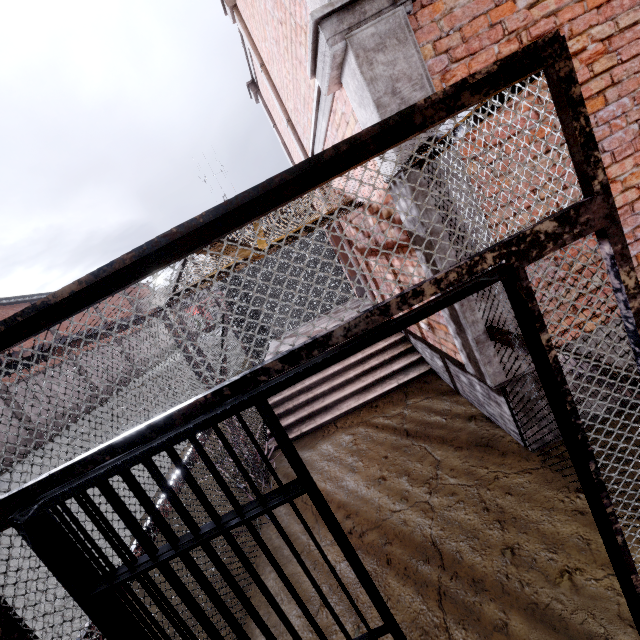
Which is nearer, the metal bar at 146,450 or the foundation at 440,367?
the metal bar at 146,450

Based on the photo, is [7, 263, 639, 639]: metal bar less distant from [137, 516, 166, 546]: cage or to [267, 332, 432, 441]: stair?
[137, 516, 166, 546]: cage

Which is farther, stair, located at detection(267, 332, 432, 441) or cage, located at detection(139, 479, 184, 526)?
stair, located at detection(267, 332, 432, 441)

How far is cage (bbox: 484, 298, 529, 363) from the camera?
2.26m

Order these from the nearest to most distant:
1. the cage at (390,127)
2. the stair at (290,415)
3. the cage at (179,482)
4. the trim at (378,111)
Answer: the cage at (390,127)
the trim at (378,111)
the cage at (179,482)
the stair at (290,415)

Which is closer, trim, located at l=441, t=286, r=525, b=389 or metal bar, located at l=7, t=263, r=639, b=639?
metal bar, located at l=7, t=263, r=639, b=639

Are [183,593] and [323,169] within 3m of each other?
yes

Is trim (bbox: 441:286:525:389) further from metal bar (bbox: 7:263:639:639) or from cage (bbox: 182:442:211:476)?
metal bar (bbox: 7:263:639:639)
